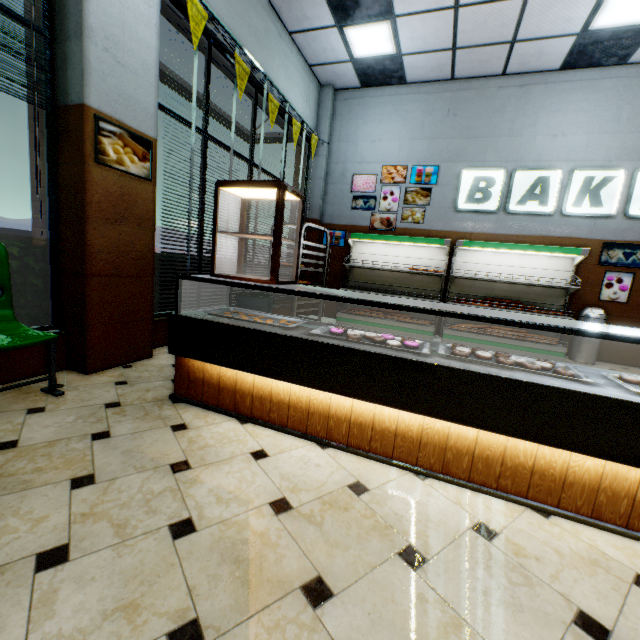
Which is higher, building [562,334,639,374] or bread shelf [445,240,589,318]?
bread shelf [445,240,589,318]

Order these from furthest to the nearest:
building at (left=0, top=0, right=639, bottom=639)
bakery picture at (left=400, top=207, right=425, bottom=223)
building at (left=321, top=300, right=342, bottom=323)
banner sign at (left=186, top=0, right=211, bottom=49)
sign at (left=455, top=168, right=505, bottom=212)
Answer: building at (left=321, top=300, right=342, bottom=323) < bakery picture at (left=400, top=207, right=425, bottom=223) < sign at (left=455, top=168, right=505, bottom=212) < banner sign at (left=186, top=0, right=211, bottom=49) < building at (left=0, top=0, right=639, bottom=639)

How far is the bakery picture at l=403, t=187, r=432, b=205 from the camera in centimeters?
660cm

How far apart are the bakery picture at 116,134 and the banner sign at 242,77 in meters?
1.7 m

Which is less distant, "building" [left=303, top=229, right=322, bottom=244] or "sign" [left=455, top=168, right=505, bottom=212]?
"sign" [left=455, top=168, right=505, bottom=212]

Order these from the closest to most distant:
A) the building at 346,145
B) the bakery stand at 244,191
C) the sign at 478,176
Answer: the bakery stand at 244,191 < the building at 346,145 < the sign at 478,176

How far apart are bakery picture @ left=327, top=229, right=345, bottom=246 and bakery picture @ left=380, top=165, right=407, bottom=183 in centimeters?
49cm

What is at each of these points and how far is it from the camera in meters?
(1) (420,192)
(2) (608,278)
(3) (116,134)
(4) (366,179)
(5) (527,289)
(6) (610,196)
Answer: (1) bakery picture, 6.6 m
(2) bakery picture, 5.7 m
(3) bakery picture, 2.8 m
(4) bakery picture, 7.0 m
(5) bread shelf, 6.1 m
(6) sign, 5.6 m
